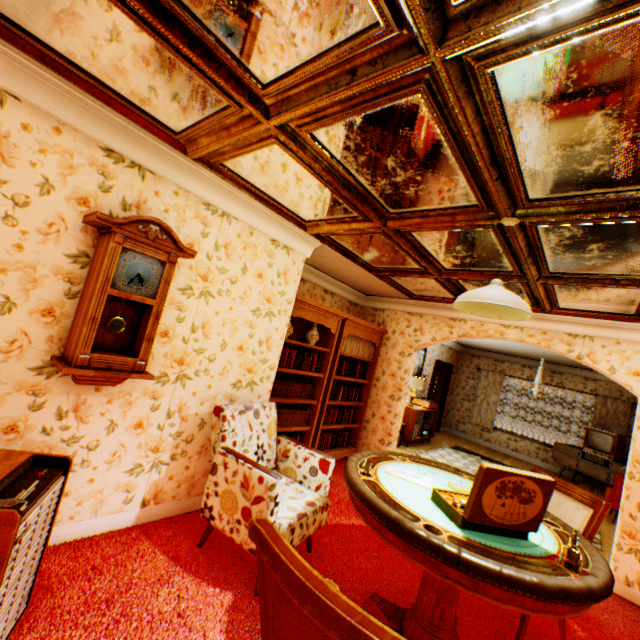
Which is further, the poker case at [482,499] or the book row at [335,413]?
the book row at [335,413]

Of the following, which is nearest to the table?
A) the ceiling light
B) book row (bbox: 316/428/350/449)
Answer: the ceiling light

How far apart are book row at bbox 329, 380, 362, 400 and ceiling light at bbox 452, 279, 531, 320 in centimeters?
325cm

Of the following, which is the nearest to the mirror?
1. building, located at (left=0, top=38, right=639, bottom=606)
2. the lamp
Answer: building, located at (left=0, top=38, right=639, bottom=606)

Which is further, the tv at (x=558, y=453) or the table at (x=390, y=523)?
the tv at (x=558, y=453)

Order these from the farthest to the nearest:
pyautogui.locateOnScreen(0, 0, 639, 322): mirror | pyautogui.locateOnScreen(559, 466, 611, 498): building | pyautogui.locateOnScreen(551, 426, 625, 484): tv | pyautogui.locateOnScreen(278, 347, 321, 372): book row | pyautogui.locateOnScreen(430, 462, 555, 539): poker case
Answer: pyautogui.locateOnScreen(559, 466, 611, 498): building → pyautogui.locateOnScreen(551, 426, 625, 484): tv → pyautogui.locateOnScreen(278, 347, 321, 372): book row → pyautogui.locateOnScreen(430, 462, 555, 539): poker case → pyautogui.locateOnScreen(0, 0, 639, 322): mirror

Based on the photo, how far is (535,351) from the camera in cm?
859

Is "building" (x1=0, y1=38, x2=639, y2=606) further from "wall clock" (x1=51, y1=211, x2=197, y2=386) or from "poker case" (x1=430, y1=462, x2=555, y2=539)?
"poker case" (x1=430, y1=462, x2=555, y2=539)
